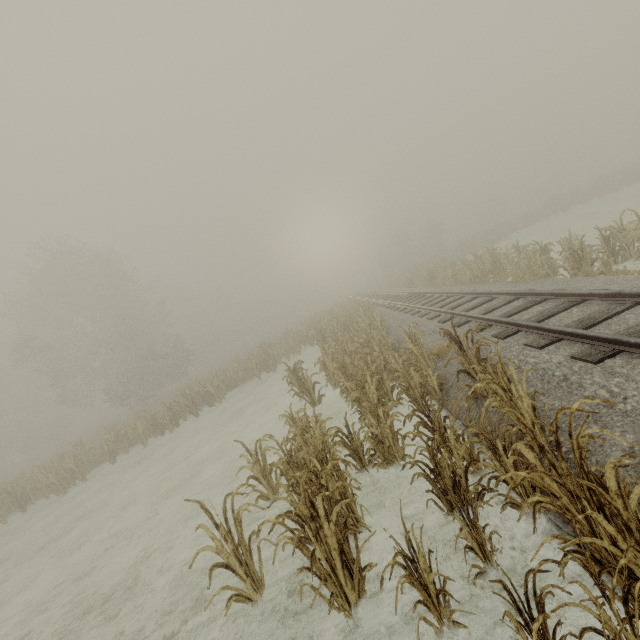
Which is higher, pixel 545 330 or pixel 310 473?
pixel 545 330
